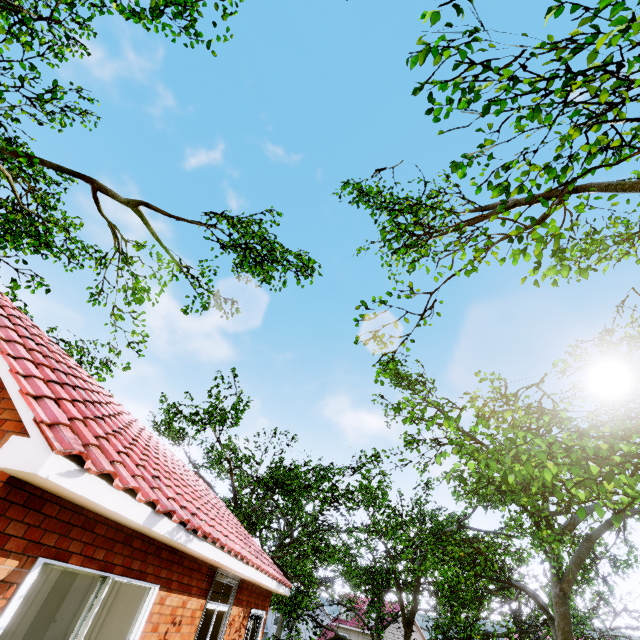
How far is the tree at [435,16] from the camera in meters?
2.5 m

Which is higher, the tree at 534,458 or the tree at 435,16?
the tree at 435,16

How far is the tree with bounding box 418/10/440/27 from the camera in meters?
2.5

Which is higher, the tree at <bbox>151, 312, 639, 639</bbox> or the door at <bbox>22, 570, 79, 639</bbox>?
the tree at <bbox>151, 312, 639, 639</bbox>

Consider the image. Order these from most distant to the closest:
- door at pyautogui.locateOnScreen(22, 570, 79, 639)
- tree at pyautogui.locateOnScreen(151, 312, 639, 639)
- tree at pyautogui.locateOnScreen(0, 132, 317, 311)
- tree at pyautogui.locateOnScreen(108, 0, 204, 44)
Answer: tree at pyautogui.locateOnScreen(0, 132, 317, 311) → door at pyautogui.locateOnScreen(22, 570, 79, 639) → tree at pyautogui.locateOnScreen(108, 0, 204, 44) → tree at pyautogui.locateOnScreen(151, 312, 639, 639)

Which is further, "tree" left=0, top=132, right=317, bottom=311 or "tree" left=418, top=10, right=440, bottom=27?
"tree" left=0, top=132, right=317, bottom=311

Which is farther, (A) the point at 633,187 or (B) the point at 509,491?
(B) the point at 509,491
